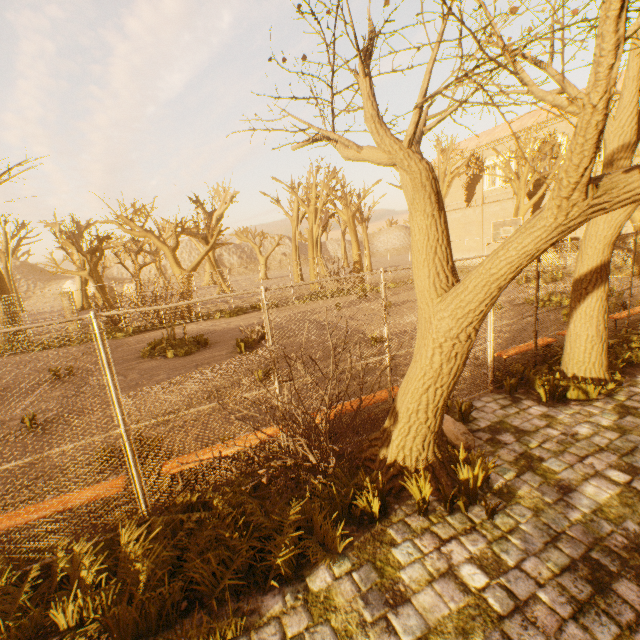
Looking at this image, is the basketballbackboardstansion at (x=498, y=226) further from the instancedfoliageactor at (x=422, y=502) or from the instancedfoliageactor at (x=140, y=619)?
the instancedfoliageactor at (x=140, y=619)

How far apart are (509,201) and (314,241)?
17.6 meters

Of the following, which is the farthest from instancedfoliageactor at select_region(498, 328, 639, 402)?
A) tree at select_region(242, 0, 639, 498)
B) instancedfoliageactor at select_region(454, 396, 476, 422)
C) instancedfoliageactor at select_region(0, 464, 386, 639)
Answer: instancedfoliageactor at select_region(0, 464, 386, 639)

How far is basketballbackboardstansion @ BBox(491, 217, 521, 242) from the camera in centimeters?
1721cm

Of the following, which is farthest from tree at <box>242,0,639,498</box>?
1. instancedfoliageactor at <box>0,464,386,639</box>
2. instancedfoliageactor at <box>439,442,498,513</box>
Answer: instancedfoliageactor at <box>0,464,386,639</box>

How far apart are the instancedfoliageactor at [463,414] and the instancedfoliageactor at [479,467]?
1.8m

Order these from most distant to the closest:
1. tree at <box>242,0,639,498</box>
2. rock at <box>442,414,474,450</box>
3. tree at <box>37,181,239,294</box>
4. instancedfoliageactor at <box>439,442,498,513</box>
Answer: tree at <box>37,181,239,294</box>
rock at <box>442,414,474,450</box>
instancedfoliageactor at <box>439,442,498,513</box>
tree at <box>242,0,639,498</box>

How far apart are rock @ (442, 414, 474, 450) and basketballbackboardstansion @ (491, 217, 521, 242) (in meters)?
15.37
